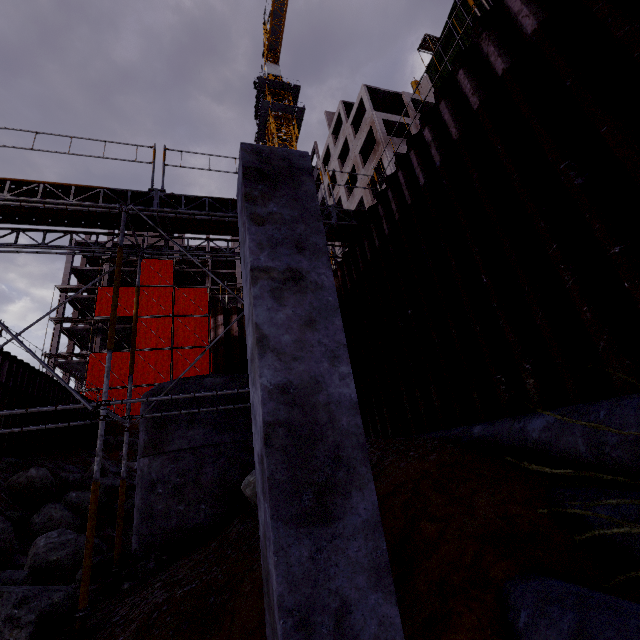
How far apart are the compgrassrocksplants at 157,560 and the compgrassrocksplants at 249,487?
1.9 meters

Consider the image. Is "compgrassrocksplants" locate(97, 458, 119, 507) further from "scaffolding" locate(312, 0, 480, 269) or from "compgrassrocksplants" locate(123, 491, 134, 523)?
"scaffolding" locate(312, 0, 480, 269)

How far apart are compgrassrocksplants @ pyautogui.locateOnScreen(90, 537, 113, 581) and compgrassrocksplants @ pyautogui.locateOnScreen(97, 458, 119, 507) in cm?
747

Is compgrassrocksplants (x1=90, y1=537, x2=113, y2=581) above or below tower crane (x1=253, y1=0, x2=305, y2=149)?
below

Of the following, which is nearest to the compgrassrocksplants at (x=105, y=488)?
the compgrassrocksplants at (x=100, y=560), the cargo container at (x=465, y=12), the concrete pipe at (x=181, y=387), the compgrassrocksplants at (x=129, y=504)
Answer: the compgrassrocksplants at (x=129, y=504)

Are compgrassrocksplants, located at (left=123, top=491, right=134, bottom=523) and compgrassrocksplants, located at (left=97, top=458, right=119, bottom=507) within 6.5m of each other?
yes

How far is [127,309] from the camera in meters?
36.5 m

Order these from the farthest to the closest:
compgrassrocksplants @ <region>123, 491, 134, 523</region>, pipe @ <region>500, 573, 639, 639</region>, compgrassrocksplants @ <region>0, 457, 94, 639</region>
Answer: compgrassrocksplants @ <region>123, 491, 134, 523</region> → compgrassrocksplants @ <region>0, 457, 94, 639</region> → pipe @ <region>500, 573, 639, 639</region>
